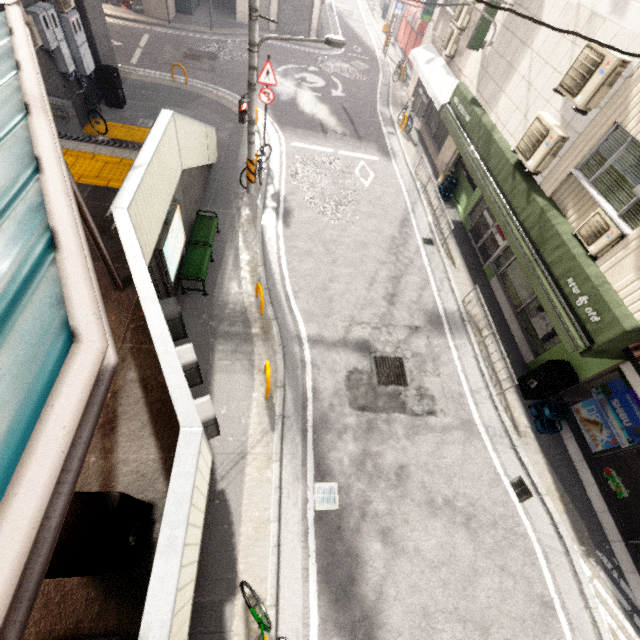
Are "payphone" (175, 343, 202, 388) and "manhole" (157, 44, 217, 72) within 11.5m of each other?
no

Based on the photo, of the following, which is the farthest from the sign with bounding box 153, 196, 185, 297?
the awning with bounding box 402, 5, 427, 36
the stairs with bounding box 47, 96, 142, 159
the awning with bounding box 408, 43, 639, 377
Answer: the awning with bounding box 402, 5, 427, 36

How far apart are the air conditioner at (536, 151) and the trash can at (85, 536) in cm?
954

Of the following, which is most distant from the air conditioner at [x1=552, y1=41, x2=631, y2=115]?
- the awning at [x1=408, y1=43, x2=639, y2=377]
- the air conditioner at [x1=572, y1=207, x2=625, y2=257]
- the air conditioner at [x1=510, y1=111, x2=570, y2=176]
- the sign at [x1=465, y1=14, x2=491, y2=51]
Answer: the sign at [x1=465, y1=14, x2=491, y2=51]

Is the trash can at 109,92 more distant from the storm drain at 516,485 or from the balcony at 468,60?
the storm drain at 516,485

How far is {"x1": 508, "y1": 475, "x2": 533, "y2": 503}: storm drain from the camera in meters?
6.8

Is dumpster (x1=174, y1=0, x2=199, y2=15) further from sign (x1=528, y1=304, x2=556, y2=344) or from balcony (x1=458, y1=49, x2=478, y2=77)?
sign (x1=528, y1=304, x2=556, y2=344)

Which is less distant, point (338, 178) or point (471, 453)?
point (471, 453)
